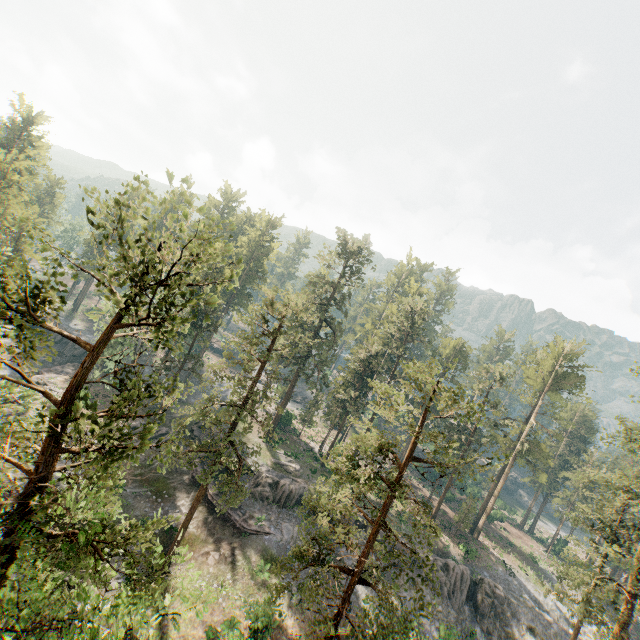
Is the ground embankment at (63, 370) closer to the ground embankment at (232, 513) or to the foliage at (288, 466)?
the foliage at (288, 466)

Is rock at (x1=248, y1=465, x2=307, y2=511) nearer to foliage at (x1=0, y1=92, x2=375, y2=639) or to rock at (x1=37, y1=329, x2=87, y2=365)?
foliage at (x1=0, y1=92, x2=375, y2=639)

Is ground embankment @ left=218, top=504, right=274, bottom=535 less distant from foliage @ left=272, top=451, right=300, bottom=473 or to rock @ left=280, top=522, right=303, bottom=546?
rock @ left=280, top=522, right=303, bottom=546

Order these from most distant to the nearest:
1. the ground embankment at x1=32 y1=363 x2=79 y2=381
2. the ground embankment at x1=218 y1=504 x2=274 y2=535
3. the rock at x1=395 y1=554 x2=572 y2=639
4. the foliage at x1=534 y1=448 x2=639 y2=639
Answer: the ground embankment at x1=32 y1=363 x2=79 y2=381
the rock at x1=395 y1=554 x2=572 y2=639
the ground embankment at x1=218 y1=504 x2=274 y2=535
the foliage at x1=534 y1=448 x2=639 y2=639

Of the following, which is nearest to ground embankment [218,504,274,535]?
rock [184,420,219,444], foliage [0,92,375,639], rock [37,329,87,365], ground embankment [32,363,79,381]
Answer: rock [184,420,219,444]

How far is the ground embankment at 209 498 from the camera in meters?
32.3 m

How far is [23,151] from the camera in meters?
48.1
